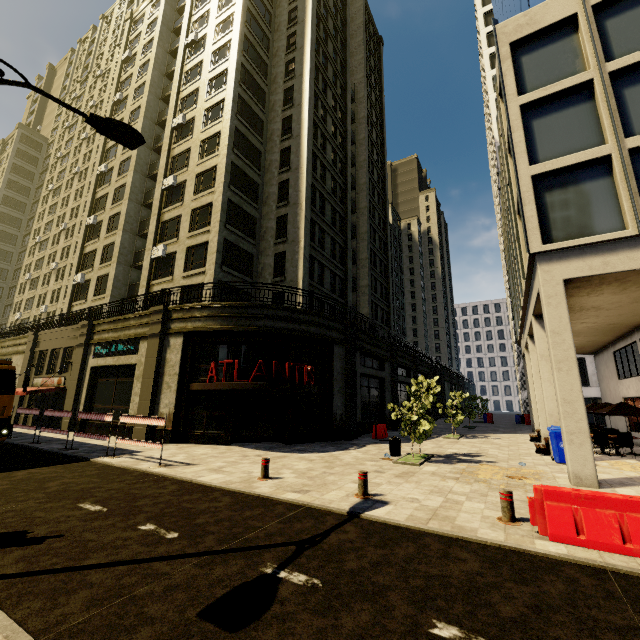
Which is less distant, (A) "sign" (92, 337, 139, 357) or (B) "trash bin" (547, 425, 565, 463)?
(B) "trash bin" (547, 425, 565, 463)

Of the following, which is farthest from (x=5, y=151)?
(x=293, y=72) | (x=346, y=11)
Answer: (x=346, y=11)

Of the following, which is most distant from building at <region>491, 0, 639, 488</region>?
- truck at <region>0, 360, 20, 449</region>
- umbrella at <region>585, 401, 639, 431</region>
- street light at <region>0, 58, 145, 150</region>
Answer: street light at <region>0, 58, 145, 150</region>

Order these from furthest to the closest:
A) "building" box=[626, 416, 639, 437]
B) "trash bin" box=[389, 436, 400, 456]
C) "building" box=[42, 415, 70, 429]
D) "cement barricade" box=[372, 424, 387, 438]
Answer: "building" box=[42, 415, 70, 429]
"cement barricade" box=[372, 424, 387, 438]
"building" box=[626, 416, 639, 437]
"trash bin" box=[389, 436, 400, 456]

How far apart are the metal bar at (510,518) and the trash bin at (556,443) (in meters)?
7.91

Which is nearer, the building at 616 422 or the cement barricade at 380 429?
the cement barricade at 380 429

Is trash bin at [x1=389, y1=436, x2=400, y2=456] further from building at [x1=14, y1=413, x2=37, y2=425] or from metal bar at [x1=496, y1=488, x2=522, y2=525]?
metal bar at [x1=496, y1=488, x2=522, y2=525]

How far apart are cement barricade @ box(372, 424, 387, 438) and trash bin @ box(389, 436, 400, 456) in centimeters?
569cm
